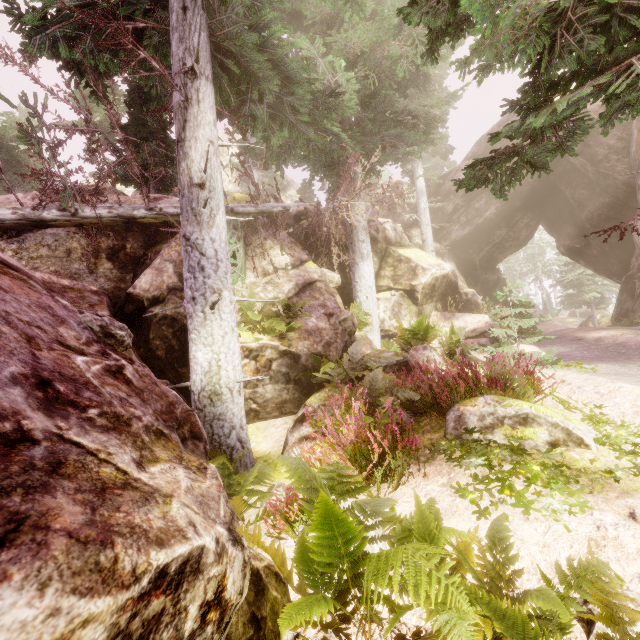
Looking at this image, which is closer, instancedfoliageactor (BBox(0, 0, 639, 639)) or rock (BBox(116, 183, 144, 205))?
instancedfoliageactor (BBox(0, 0, 639, 639))

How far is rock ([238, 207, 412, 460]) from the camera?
7.47m

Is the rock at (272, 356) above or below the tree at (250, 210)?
below

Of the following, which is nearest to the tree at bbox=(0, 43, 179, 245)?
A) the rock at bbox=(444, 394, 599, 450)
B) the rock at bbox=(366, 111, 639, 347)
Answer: the rock at bbox=(366, 111, 639, 347)

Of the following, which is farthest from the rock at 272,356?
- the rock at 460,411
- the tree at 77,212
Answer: the rock at 460,411

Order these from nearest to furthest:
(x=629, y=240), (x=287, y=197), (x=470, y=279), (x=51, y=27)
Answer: (x=51, y=27)
(x=629, y=240)
(x=470, y=279)
(x=287, y=197)

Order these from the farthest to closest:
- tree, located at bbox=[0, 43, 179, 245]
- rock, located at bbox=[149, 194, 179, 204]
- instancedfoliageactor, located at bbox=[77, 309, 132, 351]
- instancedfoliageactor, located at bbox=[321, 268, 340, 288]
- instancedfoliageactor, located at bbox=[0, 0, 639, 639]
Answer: instancedfoliageactor, located at bbox=[321, 268, 340, 288] → rock, located at bbox=[149, 194, 179, 204] → tree, located at bbox=[0, 43, 179, 245] → instancedfoliageactor, located at bbox=[77, 309, 132, 351] → instancedfoliageactor, located at bbox=[0, 0, 639, 639]
